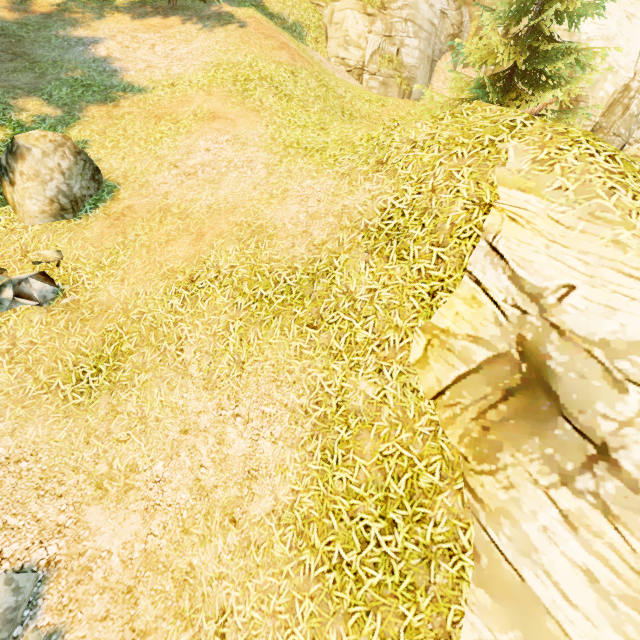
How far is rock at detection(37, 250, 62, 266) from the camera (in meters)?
6.14

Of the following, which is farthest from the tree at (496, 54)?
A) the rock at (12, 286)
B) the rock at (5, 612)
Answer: the rock at (5, 612)

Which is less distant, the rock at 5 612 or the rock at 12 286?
the rock at 5 612

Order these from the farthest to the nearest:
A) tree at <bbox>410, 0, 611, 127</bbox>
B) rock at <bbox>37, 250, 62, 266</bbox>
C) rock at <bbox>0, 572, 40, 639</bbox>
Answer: tree at <bbox>410, 0, 611, 127</bbox>
rock at <bbox>37, 250, 62, 266</bbox>
rock at <bbox>0, 572, 40, 639</bbox>

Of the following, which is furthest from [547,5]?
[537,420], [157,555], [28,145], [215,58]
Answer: [157,555]

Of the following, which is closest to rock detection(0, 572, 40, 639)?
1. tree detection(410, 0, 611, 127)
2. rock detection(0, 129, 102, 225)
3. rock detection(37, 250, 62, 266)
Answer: rock detection(37, 250, 62, 266)

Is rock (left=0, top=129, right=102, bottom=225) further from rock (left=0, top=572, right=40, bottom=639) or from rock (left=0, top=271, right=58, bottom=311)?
rock (left=0, top=572, right=40, bottom=639)

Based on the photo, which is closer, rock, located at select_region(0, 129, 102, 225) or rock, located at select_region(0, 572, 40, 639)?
rock, located at select_region(0, 572, 40, 639)
